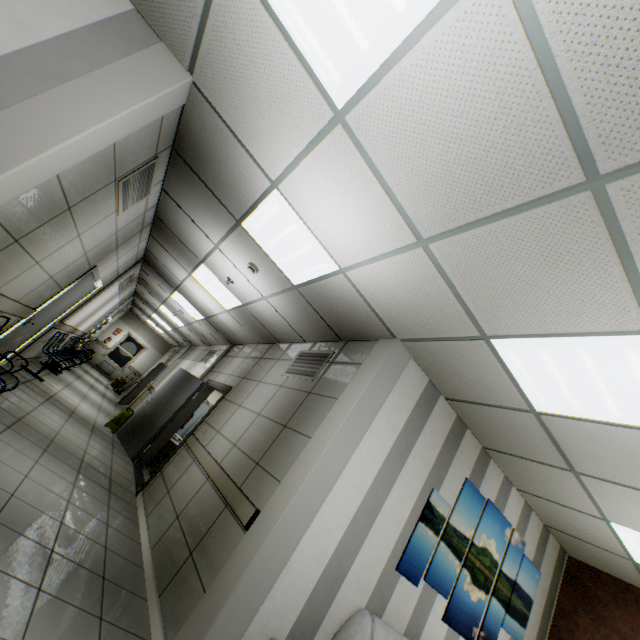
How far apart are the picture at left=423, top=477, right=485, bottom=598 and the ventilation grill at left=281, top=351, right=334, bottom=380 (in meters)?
1.82

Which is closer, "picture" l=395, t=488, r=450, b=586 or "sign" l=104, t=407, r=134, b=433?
"picture" l=395, t=488, r=450, b=586

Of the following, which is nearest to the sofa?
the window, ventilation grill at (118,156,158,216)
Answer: ventilation grill at (118,156,158,216)

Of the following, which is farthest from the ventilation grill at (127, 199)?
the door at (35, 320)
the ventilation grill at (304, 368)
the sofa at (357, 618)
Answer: the sofa at (357, 618)

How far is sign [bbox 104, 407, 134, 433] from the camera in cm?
751

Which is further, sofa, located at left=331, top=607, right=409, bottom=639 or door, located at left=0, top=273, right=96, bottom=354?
door, located at left=0, top=273, right=96, bottom=354

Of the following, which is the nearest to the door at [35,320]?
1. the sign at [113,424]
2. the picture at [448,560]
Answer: the sign at [113,424]

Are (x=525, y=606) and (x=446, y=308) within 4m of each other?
no
